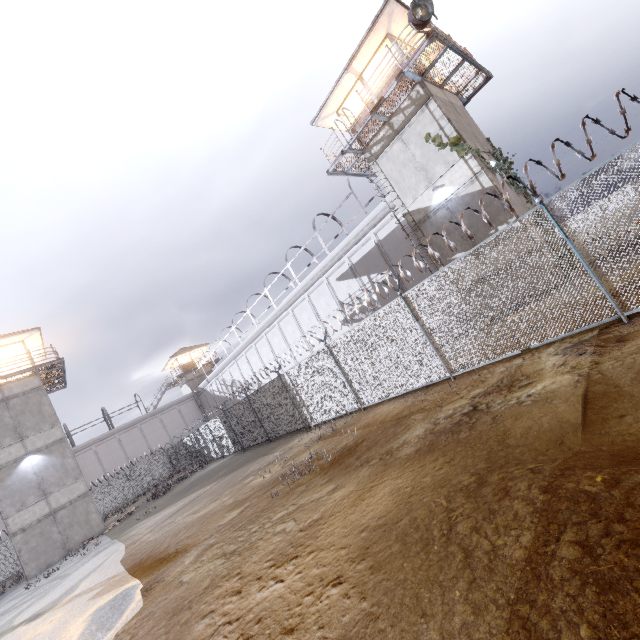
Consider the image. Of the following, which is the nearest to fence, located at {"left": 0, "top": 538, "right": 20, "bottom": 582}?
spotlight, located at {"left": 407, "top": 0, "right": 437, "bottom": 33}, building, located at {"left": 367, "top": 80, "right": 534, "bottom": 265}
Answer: building, located at {"left": 367, "top": 80, "right": 534, "bottom": 265}

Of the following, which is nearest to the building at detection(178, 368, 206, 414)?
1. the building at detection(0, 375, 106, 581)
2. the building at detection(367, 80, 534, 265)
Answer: the building at detection(0, 375, 106, 581)

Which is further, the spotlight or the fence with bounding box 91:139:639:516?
the spotlight

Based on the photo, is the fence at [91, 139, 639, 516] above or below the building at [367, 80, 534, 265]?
below

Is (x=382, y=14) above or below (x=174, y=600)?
above

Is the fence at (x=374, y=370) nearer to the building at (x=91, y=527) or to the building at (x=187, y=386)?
the building at (x=91, y=527)

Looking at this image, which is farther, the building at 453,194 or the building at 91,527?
the building at 91,527
